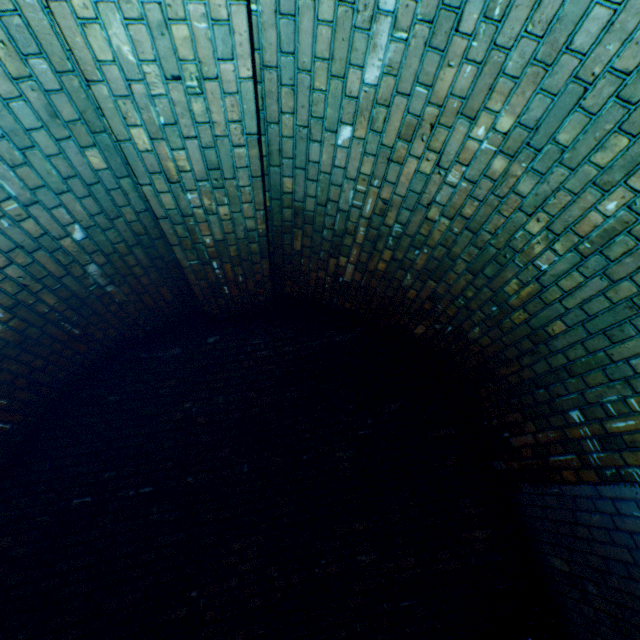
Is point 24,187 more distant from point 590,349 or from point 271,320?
point 590,349
